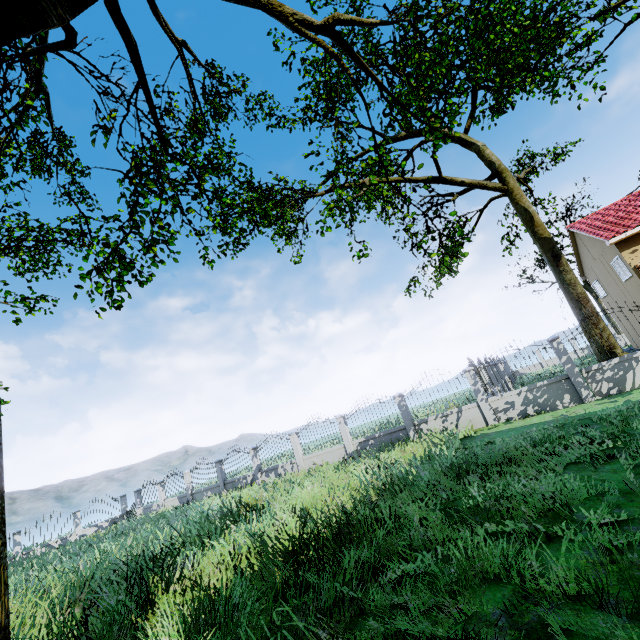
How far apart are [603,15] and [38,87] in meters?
20.7

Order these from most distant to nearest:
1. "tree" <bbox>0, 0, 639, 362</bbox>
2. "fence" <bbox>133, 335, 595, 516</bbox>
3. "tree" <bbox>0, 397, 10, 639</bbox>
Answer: "fence" <bbox>133, 335, 595, 516</bbox> → "tree" <bbox>0, 0, 639, 362</bbox> → "tree" <bbox>0, 397, 10, 639</bbox>

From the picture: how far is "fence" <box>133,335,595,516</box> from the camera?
11.4 meters

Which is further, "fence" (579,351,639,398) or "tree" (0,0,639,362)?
"fence" (579,351,639,398)

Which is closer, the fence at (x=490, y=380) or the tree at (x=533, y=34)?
the tree at (x=533, y=34)

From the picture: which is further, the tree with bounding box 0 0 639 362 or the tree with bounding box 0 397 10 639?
the tree with bounding box 0 0 639 362
